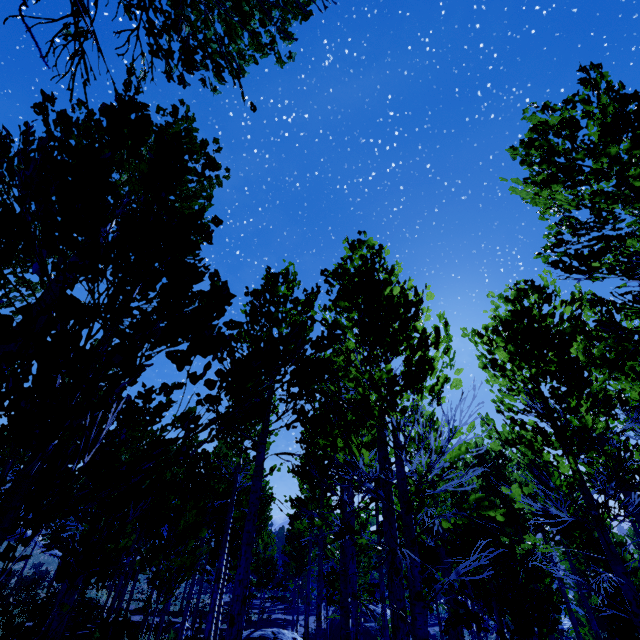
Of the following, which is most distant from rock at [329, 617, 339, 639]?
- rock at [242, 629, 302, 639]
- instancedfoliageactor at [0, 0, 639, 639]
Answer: rock at [242, 629, 302, 639]

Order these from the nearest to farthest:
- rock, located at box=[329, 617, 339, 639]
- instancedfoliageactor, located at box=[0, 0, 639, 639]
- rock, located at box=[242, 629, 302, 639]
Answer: instancedfoliageactor, located at box=[0, 0, 639, 639], rock, located at box=[242, 629, 302, 639], rock, located at box=[329, 617, 339, 639]

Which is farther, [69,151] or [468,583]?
[468,583]

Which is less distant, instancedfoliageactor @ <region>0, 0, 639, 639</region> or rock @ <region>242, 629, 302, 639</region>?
instancedfoliageactor @ <region>0, 0, 639, 639</region>

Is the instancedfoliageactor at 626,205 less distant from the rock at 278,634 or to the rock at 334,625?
the rock at 278,634

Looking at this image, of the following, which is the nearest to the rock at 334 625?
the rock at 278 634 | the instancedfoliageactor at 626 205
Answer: the instancedfoliageactor at 626 205

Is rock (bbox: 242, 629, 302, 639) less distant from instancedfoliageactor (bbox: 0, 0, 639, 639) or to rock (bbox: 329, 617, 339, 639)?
instancedfoliageactor (bbox: 0, 0, 639, 639)
